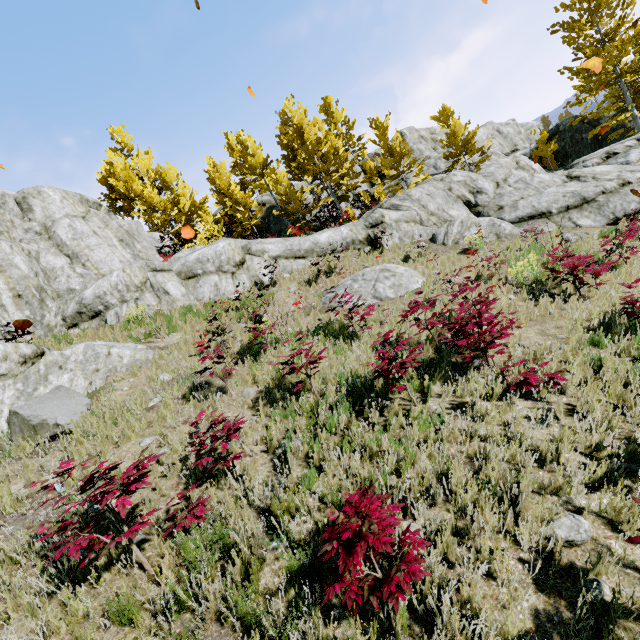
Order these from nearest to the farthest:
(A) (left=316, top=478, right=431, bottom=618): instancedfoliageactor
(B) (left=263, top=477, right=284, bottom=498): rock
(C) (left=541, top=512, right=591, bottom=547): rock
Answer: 1. (A) (left=316, top=478, right=431, bottom=618): instancedfoliageactor
2. (C) (left=541, top=512, right=591, bottom=547): rock
3. (B) (left=263, top=477, right=284, bottom=498): rock

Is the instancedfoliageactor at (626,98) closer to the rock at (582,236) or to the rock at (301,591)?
the rock at (582,236)

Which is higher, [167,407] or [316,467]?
[167,407]

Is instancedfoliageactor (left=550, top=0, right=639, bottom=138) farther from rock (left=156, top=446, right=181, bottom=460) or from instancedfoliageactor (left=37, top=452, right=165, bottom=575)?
instancedfoliageactor (left=37, top=452, right=165, bottom=575)

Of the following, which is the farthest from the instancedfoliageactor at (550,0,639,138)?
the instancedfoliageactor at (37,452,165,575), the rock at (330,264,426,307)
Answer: the rock at (330,264,426,307)

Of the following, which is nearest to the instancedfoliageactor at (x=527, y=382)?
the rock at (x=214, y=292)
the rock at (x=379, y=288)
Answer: the rock at (x=214, y=292)

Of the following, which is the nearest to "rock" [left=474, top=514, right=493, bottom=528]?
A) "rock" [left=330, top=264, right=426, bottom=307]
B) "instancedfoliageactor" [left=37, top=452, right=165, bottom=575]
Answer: "instancedfoliageactor" [left=37, top=452, right=165, bottom=575]
